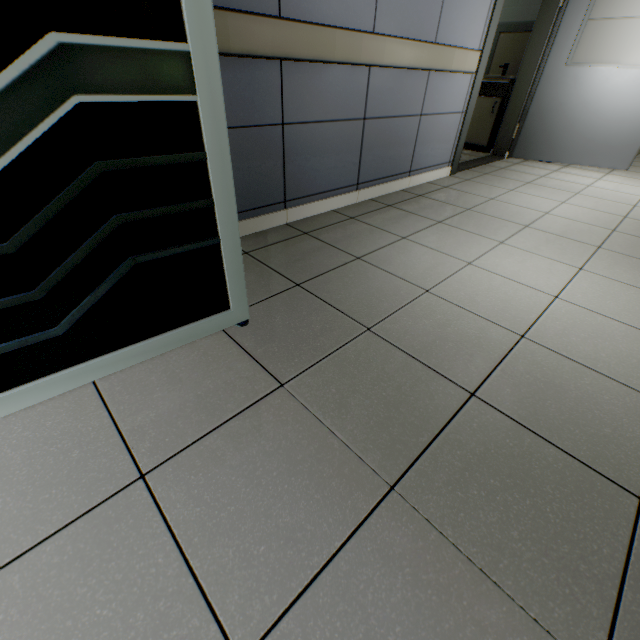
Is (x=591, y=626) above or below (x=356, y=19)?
below

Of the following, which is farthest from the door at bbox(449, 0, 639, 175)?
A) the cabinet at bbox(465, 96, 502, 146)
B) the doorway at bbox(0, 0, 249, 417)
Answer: the doorway at bbox(0, 0, 249, 417)

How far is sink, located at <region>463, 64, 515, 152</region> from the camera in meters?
4.6

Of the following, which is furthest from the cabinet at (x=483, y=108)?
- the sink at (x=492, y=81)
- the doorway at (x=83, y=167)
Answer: the doorway at (x=83, y=167)

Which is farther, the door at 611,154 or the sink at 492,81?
the sink at 492,81

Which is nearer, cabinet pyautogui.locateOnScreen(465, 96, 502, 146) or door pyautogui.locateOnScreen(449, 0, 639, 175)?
door pyautogui.locateOnScreen(449, 0, 639, 175)

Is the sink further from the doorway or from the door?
the doorway

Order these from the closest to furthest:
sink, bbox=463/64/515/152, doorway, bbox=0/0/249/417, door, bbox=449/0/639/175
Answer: doorway, bbox=0/0/249/417 → door, bbox=449/0/639/175 → sink, bbox=463/64/515/152
